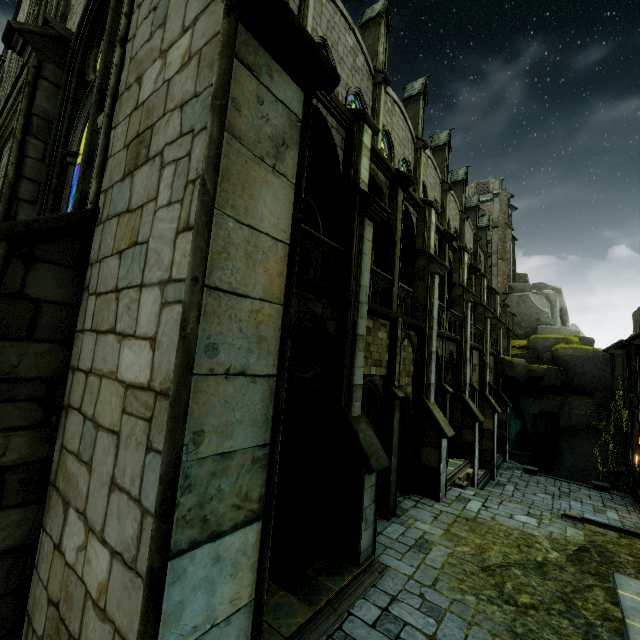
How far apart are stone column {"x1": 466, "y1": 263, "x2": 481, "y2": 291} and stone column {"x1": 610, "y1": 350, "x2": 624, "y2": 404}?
12.9m

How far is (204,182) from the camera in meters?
2.2 m

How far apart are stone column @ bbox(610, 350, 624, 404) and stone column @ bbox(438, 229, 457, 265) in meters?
18.1

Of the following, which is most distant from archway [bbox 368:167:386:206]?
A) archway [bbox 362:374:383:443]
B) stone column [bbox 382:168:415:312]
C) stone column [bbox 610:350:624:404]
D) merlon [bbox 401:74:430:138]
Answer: merlon [bbox 401:74:430:138]

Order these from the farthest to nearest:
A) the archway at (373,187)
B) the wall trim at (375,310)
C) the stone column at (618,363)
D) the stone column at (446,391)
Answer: the stone column at (618,363)
the stone column at (446,391)
the archway at (373,187)
the wall trim at (375,310)

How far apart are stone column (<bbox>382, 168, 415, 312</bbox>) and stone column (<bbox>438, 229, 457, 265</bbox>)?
5.1 meters

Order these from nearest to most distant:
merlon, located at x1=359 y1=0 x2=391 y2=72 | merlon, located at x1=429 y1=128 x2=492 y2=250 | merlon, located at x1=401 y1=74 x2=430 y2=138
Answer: merlon, located at x1=359 y1=0 x2=391 y2=72 < merlon, located at x1=401 y1=74 x2=430 y2=138 < merlon, located at x1=429 y1=128 x2=492 y2=250

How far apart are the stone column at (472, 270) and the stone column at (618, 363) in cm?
1285
